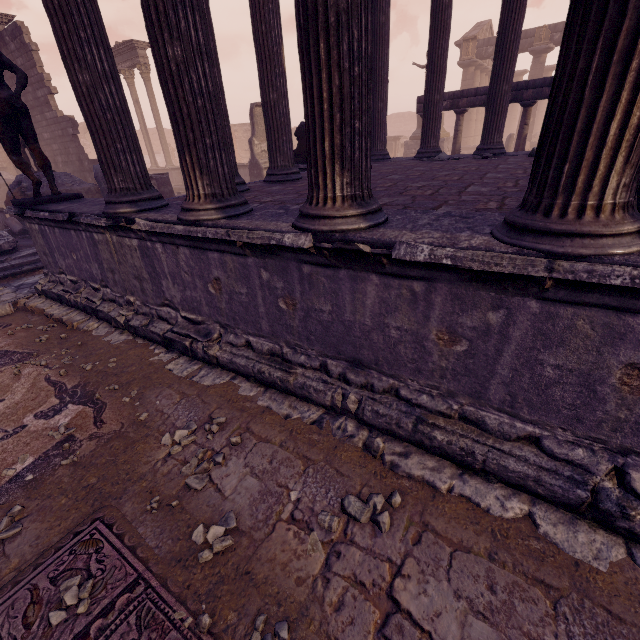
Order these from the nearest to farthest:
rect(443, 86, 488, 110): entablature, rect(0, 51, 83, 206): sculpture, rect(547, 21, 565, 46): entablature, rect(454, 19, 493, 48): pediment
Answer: rect(0, 51, 83, 206): sculpture, rect(443, 86, 488, 110): entablature, rect(547, 21, 565, 46): entablature, rect(454, 19, 493, 48): pediment

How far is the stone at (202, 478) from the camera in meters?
2.3

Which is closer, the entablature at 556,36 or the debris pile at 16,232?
the debris pile at 16,232

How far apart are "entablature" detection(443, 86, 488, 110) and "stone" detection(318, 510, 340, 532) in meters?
→ 13.0

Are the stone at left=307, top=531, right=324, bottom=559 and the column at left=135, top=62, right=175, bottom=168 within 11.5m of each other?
no

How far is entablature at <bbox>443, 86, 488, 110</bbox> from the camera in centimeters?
1077cm

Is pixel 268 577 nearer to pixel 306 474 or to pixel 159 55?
pixel 306 474

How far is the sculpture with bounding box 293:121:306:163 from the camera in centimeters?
970cm
